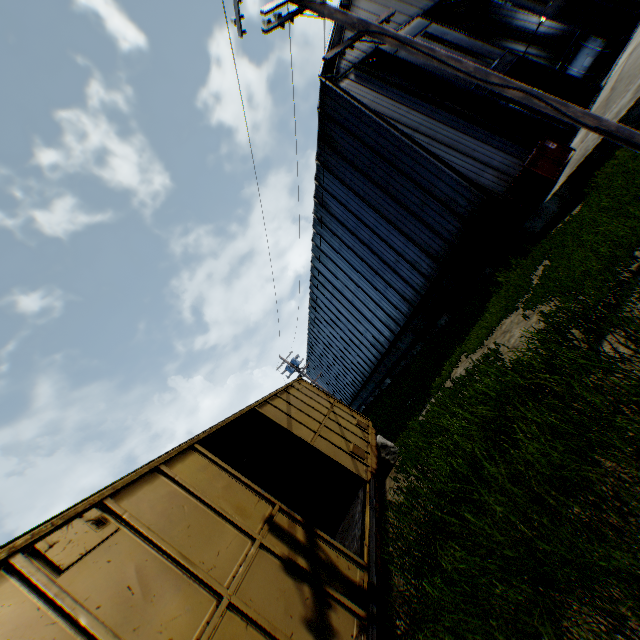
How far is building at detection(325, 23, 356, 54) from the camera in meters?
16.3 m

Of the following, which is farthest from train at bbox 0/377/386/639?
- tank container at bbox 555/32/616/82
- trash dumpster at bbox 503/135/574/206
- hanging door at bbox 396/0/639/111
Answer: tank container at bbox 555/32/616/82

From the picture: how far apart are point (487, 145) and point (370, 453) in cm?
1365

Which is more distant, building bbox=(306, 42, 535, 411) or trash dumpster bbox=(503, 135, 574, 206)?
building bbox=(306, 42, 535, 411)

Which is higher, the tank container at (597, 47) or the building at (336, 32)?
the building at (336, 32)

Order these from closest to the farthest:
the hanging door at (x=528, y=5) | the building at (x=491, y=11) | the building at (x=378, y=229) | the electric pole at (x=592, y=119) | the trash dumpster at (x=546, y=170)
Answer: the electric pole at (x=592, y=119) < the trash dumpster at (x=546, y=170) < the building at (x=378, y=229) < the hanging door at (x=528, y=5) < the building at (x=491, y=11)

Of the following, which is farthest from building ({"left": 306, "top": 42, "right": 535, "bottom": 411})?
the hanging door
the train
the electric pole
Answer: the train

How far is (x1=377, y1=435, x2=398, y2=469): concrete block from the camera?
10.1m
